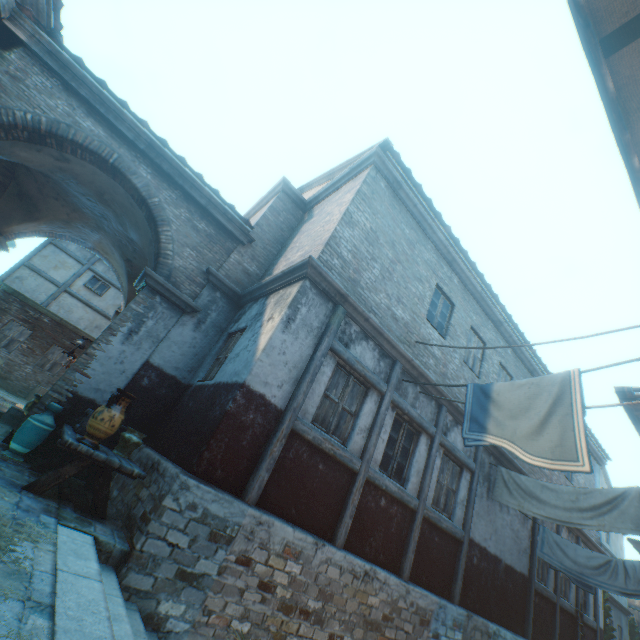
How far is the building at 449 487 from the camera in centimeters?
757cm

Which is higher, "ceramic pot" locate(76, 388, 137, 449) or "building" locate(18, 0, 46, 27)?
"building" locate(18, 0, 46, 27)

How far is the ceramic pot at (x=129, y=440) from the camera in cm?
505

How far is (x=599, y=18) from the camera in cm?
316

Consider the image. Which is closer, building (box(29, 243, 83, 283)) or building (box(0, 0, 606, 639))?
building (box(0, 0, 606, 639))

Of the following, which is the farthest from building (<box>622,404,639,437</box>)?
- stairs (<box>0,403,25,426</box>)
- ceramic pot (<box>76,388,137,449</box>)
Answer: ceramic pot (<box>76,388,137,449</box>)

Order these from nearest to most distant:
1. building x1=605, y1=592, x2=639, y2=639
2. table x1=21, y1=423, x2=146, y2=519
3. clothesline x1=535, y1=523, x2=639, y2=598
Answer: table x1=21, y1=423, x2=146, y2=519 < clothesline x1=535, y1=523, x2=639, y2=598 < building x1=605, y1=592, x2=639, y2=639
